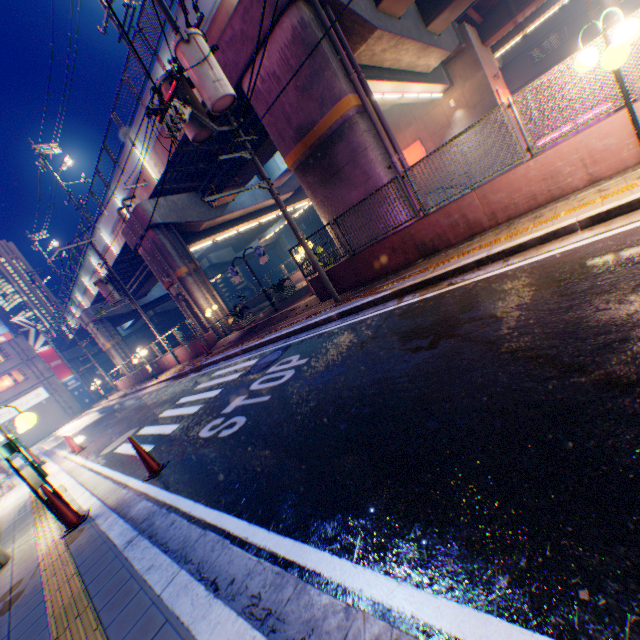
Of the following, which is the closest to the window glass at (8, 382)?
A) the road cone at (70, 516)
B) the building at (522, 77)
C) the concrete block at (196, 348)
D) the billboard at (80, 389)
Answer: the billboard at (80, 389)

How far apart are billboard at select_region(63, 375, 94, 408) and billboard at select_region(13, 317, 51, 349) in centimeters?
483cm

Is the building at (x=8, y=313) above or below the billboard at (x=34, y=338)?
above

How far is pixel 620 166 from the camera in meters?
5.9

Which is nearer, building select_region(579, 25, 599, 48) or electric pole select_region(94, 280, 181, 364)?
electric pole select_region(94, 280, 181, 364)

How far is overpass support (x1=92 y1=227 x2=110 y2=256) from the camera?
24.4 meters

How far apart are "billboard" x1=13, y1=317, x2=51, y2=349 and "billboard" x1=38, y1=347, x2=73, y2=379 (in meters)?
0.17

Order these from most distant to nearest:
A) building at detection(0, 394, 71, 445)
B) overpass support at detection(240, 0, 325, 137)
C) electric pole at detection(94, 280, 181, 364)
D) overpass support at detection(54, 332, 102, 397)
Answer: overpass support at detection(54, 332, 102, 397), building at detection(0, 394, 71, 445), electric pole at detection(94, 280, 181, 364), overpass support at detection(240, 0, 325, 137)
